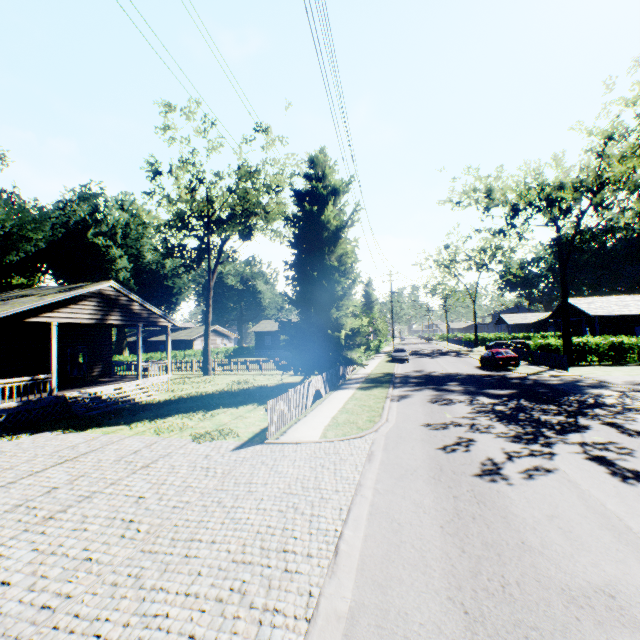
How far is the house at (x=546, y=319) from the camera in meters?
40.2

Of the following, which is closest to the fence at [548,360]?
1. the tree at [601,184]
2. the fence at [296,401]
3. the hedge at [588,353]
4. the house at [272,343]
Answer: the hedge at [588,353]

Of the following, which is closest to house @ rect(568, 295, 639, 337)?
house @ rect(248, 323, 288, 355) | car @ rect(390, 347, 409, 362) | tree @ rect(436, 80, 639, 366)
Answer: tree @ rect(436, 80, 639, 366)

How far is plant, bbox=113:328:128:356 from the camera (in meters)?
52.41

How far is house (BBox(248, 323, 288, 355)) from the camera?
56.9 meters

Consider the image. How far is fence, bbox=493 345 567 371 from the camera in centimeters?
2417cm

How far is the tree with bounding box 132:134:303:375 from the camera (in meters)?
24.59

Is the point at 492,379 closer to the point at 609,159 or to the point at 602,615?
the point at 609,159
